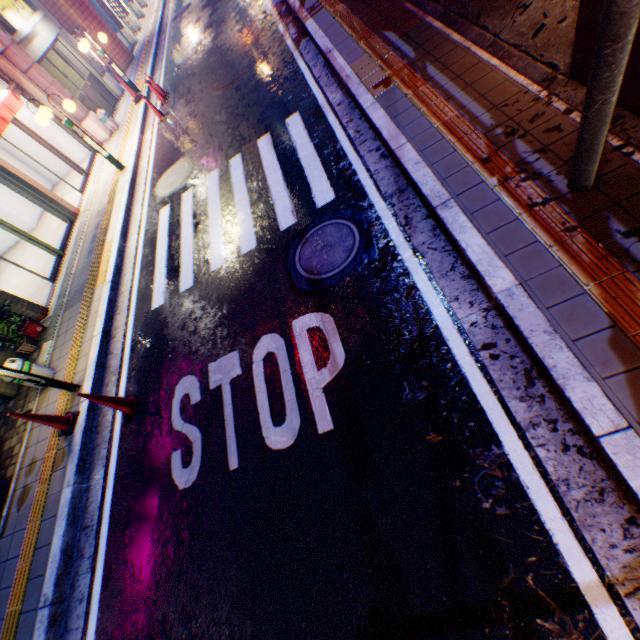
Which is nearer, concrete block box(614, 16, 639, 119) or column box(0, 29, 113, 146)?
concrete block box(614, 16, 639, 119)

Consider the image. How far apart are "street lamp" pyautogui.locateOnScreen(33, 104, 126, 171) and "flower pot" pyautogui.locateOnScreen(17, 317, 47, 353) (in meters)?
5.19

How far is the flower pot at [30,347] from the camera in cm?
705

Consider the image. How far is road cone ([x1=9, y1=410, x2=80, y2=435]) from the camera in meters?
4.9 m

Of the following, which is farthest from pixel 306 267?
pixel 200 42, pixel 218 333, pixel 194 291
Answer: pixel 200 42

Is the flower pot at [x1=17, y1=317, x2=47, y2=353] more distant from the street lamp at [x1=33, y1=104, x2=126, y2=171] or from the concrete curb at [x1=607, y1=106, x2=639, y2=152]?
the concrete curb at [x1=607, y1=106, x2=639, y2=152]

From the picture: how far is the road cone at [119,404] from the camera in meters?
4.7 m

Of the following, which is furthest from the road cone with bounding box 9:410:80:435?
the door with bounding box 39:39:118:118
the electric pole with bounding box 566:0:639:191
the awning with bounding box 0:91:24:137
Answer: the door with bounding box 39:39:118:118
